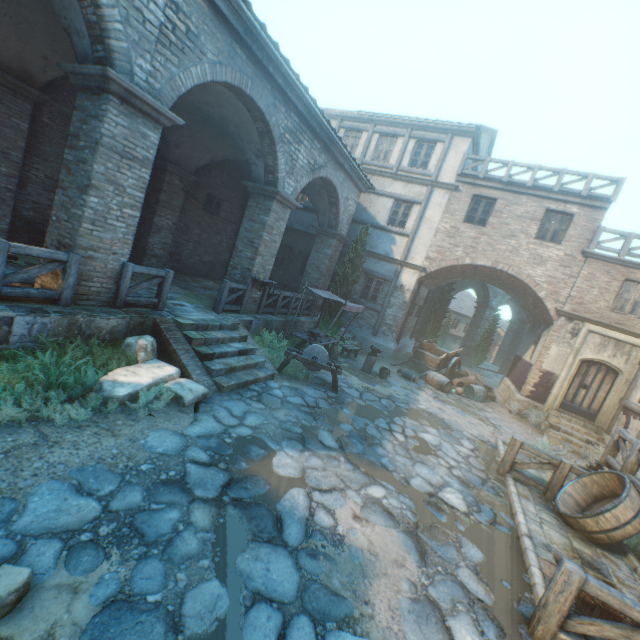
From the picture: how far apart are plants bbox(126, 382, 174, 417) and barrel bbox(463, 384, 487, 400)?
13.0 meters

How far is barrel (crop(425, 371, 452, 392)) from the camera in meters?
13.8

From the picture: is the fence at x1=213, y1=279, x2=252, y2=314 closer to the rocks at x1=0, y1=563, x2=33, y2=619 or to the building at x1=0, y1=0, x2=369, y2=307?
the rocks at x1=0, y1=563, x2=33, y2=619

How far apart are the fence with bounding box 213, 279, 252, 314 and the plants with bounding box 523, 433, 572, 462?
9.63m

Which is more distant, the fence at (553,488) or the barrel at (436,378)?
the barrel at (436,378)

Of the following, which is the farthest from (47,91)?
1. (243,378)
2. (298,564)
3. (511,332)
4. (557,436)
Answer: (511,332)

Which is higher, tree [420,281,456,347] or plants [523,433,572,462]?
tree [420,281,456,347]

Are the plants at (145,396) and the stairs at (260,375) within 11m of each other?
yes
